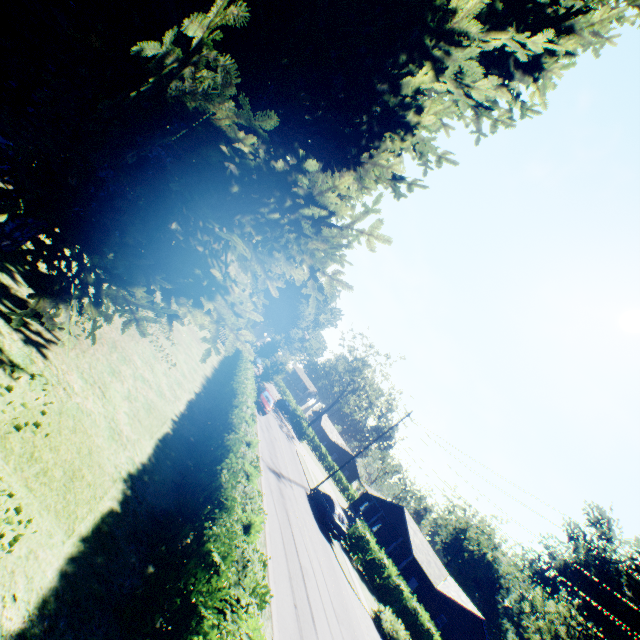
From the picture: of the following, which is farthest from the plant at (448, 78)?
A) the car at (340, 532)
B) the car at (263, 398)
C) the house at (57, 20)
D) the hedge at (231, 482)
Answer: the car at (340, 532)

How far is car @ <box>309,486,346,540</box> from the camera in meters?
22.7

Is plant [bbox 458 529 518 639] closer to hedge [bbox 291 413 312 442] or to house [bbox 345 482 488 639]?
hedge [bbox 291 413 312 442]

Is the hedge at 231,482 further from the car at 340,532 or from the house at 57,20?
the car at 340,532

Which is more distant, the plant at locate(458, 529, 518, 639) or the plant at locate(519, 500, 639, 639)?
the plant at locate(458, 529, 518, 639)

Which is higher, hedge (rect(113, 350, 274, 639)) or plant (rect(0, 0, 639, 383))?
plant (rect(0, 0, 639, 383))

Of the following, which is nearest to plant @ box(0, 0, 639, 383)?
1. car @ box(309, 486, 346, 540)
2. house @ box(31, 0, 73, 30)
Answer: house @ box(31, 0, 73, 30)

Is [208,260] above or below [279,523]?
above
